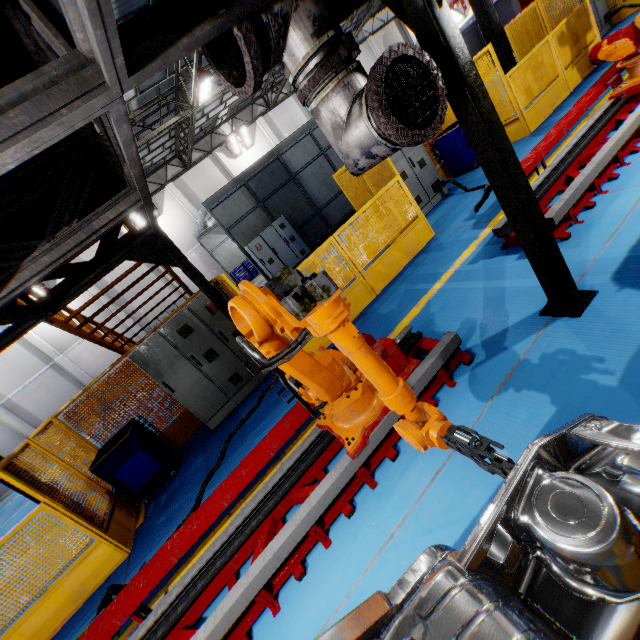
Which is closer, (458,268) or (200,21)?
(200,21)

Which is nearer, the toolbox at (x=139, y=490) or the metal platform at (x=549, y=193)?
the metal platform at (x=549, y=193)

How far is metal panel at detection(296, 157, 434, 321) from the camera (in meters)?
6.08

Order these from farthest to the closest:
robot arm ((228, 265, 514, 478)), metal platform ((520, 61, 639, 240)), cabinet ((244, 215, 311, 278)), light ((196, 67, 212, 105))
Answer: cabinet ((244, 215, 311, 278)) < light ((196, 67, 212, 105)) < metal platform ((520, 61, 639, 240)) < robot arm ((228, 265, 514, 478))

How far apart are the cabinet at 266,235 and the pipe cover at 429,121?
11.6 meters

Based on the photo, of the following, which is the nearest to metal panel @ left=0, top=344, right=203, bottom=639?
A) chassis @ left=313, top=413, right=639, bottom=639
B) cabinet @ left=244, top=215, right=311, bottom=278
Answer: chassis @ left=313, top=413, right=639, bottom=639

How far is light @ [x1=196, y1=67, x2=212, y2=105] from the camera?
12.0 meters

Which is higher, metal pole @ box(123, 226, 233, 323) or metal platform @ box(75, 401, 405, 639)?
metal pole @ box(123, 226, 233, 323)
